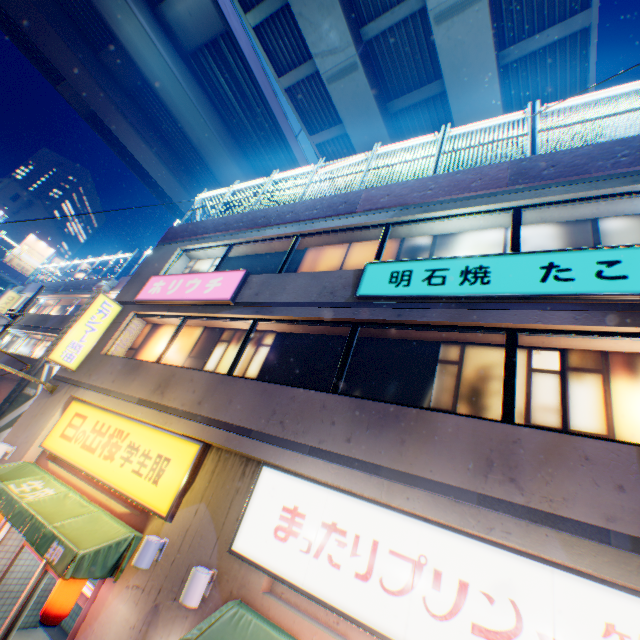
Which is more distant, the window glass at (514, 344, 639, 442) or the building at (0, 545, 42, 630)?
the building at (0, 545, 42, 630)

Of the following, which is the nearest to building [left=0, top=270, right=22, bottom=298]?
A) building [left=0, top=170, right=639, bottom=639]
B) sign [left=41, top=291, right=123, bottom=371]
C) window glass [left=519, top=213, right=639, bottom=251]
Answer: building [left=0, top=170, right=639, bottom=639]

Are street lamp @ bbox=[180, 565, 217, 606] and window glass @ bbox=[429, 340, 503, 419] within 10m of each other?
yes

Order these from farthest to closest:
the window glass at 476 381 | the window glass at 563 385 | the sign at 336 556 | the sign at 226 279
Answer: the sign at 226 279, the window glass at 476 381, the window glass at 563 385, the sign at 336 556

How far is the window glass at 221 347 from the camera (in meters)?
8.27

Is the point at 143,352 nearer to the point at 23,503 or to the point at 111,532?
the point at 23,503

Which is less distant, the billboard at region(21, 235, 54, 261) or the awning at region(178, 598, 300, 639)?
the awning at region(178, 598, 300, 639)

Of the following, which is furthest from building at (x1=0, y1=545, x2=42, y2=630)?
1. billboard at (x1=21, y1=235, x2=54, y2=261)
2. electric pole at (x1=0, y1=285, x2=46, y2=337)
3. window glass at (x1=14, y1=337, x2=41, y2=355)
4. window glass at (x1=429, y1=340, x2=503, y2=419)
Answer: billboard at (x1=21, y1=235, x2=54, y2=261)
